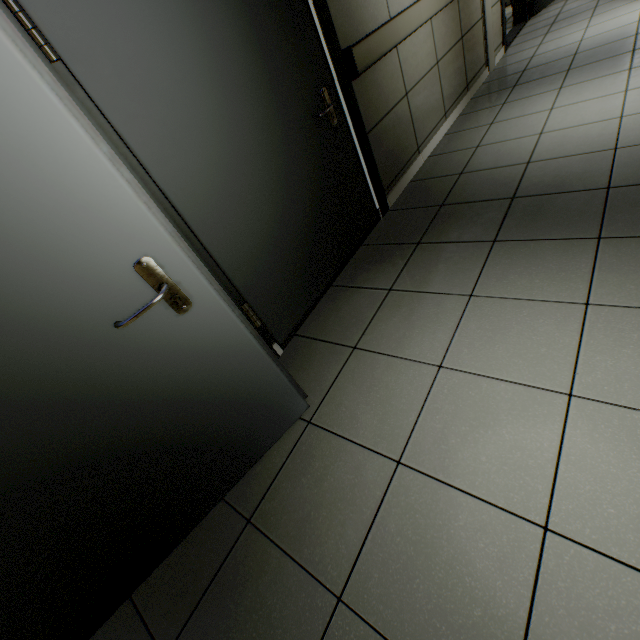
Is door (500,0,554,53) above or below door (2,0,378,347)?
below

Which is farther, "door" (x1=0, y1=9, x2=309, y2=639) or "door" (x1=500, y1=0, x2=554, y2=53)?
"door" (x1=500, y1=0, x2=554, y2=53)

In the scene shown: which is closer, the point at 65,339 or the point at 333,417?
the point at 65,339

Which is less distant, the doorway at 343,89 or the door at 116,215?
the door at 116,215

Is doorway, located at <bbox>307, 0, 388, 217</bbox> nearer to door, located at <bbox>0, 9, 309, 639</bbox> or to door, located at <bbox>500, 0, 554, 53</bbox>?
door, located at <bbox>0, 9, 309, 639</bbox>

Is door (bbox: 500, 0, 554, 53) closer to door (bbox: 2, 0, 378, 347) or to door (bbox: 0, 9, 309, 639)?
door (bbox: 2, 0, 378, 347)

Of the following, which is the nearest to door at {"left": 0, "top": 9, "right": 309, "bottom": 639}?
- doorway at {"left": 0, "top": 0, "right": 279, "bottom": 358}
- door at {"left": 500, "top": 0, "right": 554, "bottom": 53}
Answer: doorway at {"left": 0, "top": 0, "right": 279, "bottom": 358}

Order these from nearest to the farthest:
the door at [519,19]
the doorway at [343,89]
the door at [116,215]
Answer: the door at [116,215], the doorway at [343,89], the door at [519,19]
